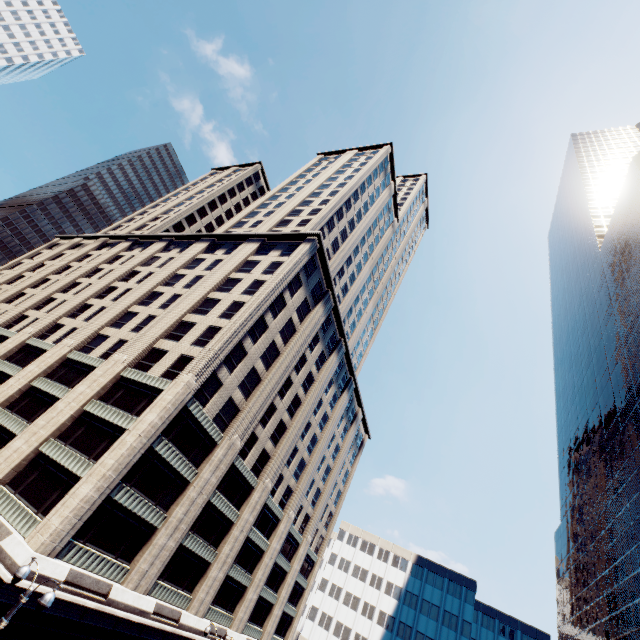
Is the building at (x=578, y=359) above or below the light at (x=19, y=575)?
above

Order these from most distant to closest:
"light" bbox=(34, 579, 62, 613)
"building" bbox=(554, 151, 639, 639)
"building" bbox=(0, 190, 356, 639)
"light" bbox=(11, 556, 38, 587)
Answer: "building" bbox=(554, 151, 639, 639), "building" bbox=(0, 190, 356, 639), "light" bbox=(11, 556, 38, 587), "light" bbox=(34, 579, 62, 613)

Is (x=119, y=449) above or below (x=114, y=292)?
below

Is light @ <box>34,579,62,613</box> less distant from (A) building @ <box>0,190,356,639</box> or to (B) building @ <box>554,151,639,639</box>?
(A) building @ <box>0,190,356,639</box>

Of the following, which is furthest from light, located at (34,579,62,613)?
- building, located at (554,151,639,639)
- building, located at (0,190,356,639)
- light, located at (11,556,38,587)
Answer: building, located at (554,151,639,639)

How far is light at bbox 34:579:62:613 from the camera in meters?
10.5

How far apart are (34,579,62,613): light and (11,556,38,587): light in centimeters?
143cm

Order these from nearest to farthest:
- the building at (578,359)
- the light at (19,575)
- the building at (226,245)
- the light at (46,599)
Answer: the light at (46,599) < the light at (19,575) < the building at (226,245) < the building at (578,359)
